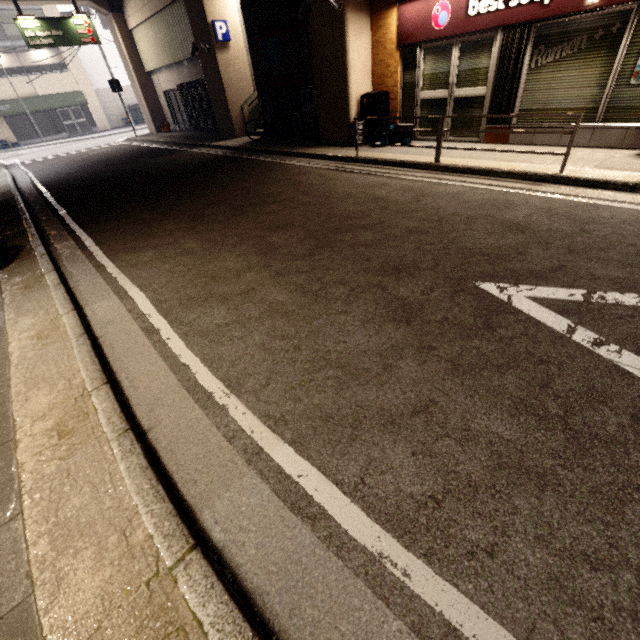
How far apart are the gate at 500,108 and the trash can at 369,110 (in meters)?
2.70

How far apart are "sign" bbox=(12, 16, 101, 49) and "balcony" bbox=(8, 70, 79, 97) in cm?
1377

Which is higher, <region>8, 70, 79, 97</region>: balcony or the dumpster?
<region>8, 70, 79, 97</region>: balcony

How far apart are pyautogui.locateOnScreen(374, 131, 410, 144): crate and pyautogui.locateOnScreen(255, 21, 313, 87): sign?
3.4 meters

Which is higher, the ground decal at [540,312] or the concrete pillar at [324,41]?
the concrete pillar at [324,41]

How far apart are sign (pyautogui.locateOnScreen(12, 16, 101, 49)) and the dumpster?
15.0m

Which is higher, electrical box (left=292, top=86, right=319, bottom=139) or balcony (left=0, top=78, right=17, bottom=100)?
balcony (left=0, top=78, right=17, bottom=100)

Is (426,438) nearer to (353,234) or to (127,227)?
(353,234)
